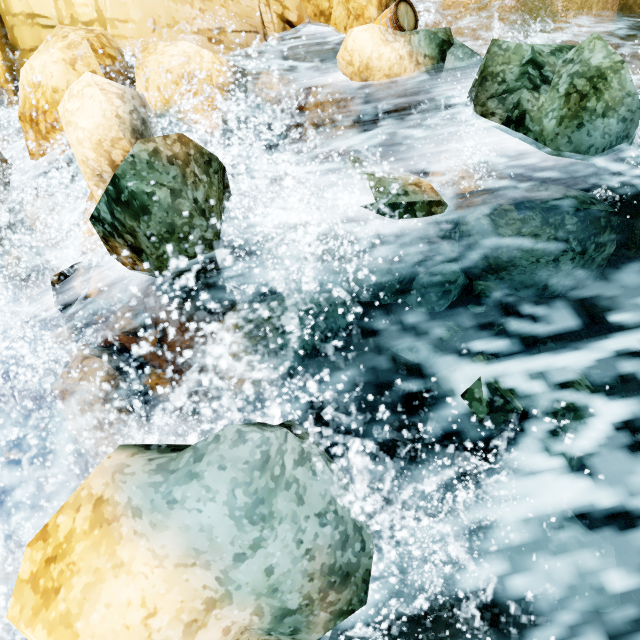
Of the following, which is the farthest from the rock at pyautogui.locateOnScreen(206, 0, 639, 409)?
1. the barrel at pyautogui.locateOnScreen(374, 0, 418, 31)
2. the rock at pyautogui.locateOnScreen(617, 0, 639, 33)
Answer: the rock at pyautogui.locateOnScreen(617, 0, 639, 33)

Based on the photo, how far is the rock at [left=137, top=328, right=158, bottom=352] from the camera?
4.9m

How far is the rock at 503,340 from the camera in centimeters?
307cm

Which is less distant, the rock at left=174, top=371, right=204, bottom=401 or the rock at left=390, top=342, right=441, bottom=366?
the rock at left=390, top=342, right=441, bottom=366

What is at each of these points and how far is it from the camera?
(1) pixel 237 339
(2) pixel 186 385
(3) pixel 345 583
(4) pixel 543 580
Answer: (1) rock, 4.2 meters
(2) rock, 5.3 meters
(3) rock, 2.1 meters
(4) rock, 2.6 meters

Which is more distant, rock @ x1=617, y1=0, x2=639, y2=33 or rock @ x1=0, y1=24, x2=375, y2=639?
rock @ x1=617, y1=0, x2=639, y2=33

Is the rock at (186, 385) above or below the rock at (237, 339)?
below
